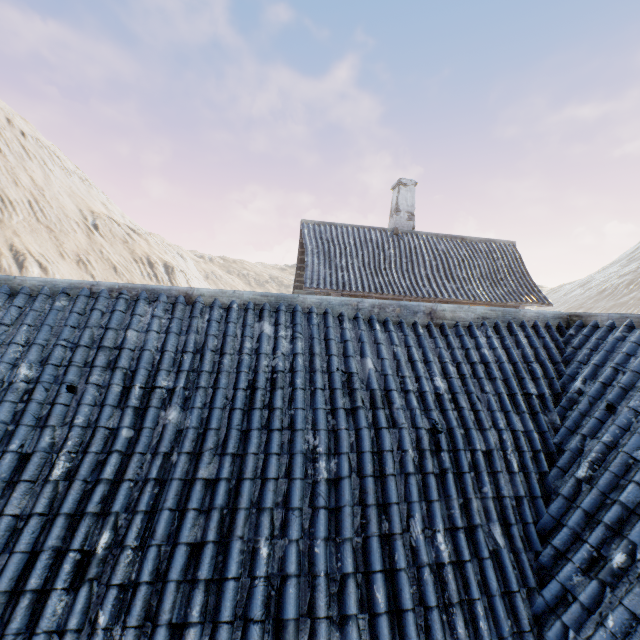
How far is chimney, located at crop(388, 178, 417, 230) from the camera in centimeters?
1451cm

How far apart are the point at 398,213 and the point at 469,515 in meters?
13.6

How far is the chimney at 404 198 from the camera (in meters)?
14.51
